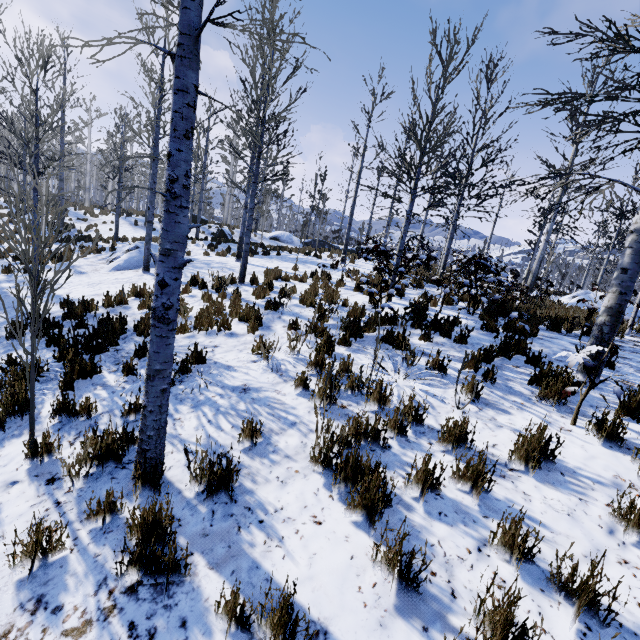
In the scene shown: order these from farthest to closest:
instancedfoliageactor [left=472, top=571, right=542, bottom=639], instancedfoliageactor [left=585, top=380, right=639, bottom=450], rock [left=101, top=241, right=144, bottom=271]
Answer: rock [left=101, top=241, right=144, bottom=271], instancedfoliageactor [left=585, top=380, right=639, bottom=450], instancedfoliageactor [left=472, top=571, right=542, bottom=639]

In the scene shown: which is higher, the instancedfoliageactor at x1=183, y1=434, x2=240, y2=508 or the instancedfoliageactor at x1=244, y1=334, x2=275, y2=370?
the instancedfoliageactor at x1=244, y1=334, x2=275, y2=370

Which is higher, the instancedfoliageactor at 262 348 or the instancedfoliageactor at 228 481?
the instancedfoliageactor at 262 348

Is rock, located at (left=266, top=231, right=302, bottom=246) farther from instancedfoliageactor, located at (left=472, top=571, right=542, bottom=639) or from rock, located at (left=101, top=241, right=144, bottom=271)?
rock, located at (left=101, top=241, right=144, bottom=271)

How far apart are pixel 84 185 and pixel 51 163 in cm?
5287

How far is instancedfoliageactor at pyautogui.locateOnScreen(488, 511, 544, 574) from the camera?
2.26m

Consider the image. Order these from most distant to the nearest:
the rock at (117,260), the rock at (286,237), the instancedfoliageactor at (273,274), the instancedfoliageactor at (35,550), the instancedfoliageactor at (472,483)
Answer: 1. the rock at (286,237)
2. the rock at (117,260)
3. the instancedfoliageactor at (273,274)
4. the instancedfoliageactor at (472,483)
5. the instancedfoliageactor at (35,550)
